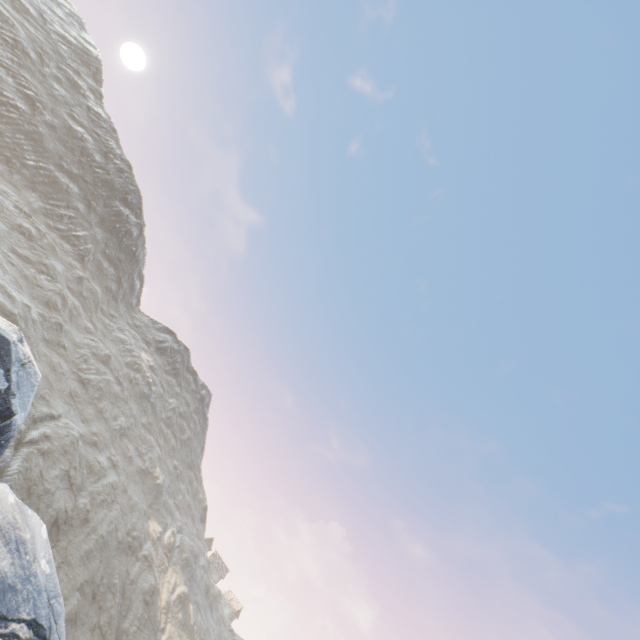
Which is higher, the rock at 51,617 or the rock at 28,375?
the rock at 28,375

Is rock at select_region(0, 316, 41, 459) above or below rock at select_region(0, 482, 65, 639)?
above

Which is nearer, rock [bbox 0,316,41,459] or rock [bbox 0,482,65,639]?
rock [bbox 0,482,65,639]

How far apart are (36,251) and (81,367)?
18.2 meters

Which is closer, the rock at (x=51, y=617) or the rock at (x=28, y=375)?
the rock at (x=51, y=617)
